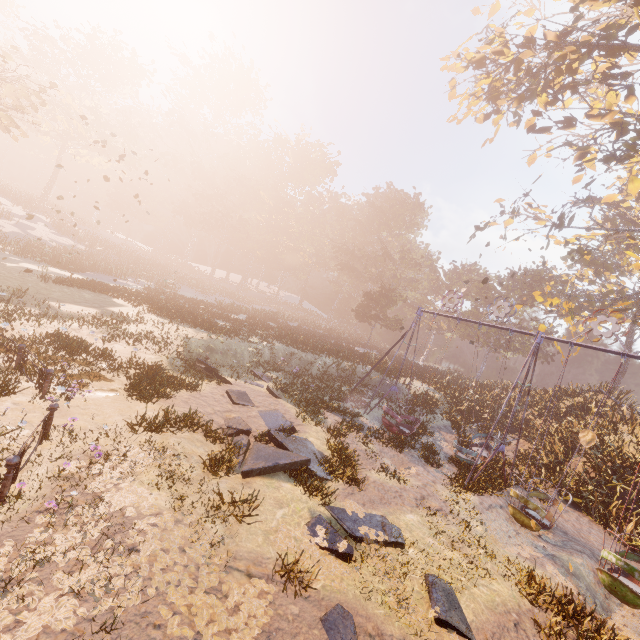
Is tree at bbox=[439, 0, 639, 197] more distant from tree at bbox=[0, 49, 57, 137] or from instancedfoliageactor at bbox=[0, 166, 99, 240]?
instancedfoliageactor at bbox=[0, 166, 99, 240]

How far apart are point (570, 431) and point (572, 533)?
9.5m

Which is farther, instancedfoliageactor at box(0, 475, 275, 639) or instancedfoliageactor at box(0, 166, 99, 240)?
instancedfoliageactor at box(0, 166, 99, 240)

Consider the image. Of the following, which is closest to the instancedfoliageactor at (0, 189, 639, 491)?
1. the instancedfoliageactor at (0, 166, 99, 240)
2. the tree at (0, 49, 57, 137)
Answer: the tree at (0, 49, 57, 137)

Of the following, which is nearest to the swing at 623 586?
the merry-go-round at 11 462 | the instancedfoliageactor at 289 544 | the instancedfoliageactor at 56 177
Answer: the instancedfoliageactor at 289 544

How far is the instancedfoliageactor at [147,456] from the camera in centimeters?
587cm

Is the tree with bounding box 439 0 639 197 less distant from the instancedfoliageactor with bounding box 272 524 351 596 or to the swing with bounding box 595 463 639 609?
the swing with bounding box 595 463 639 609

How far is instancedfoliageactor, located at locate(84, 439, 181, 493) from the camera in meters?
5.9
